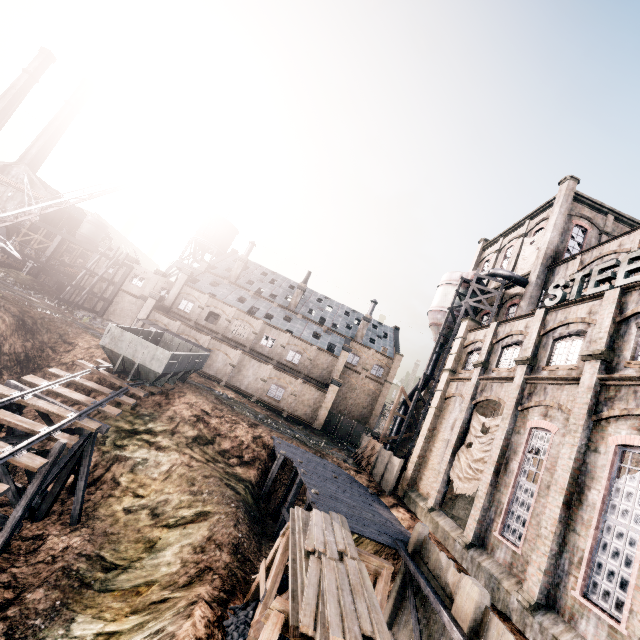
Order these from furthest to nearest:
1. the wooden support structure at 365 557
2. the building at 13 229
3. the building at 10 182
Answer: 1. the building at 10 182
2. the building at 13 229
3. the wooden support structure at 365 557

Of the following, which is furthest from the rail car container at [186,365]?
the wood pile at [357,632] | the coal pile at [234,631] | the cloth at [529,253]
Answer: the cloth at [529,253]

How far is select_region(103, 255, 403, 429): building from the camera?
42.6 meters

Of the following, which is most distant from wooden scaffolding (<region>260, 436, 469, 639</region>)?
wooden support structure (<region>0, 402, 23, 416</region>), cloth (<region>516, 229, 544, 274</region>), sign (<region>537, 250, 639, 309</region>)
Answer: cloth (<region>516, 229, 544, 274</region>)

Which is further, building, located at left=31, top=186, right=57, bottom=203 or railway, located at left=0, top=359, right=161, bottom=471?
building, located at left=31, top=186, right=57, bottom=203

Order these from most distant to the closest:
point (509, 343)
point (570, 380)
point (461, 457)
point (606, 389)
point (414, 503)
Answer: point (414, 503) < point (509, 343) < point (461, 457) < point (570, 380) < point (606, 389)

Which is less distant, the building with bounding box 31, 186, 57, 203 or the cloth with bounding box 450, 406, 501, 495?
the cloth with bounding box 450, 406, 501, 495
